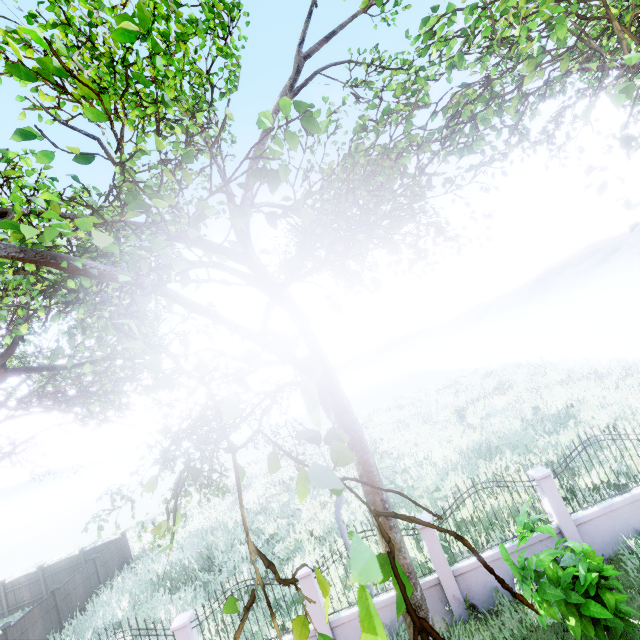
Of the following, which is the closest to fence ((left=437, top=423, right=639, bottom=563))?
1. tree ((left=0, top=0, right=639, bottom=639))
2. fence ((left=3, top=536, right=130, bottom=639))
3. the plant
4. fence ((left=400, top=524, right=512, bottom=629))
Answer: fence ((left=400, top=524, right=512, bottom=629))

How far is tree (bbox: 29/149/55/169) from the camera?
2.2m

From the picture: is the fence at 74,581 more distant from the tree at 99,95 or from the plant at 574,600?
Result: the plant at 574,600

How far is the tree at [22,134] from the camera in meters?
2.0

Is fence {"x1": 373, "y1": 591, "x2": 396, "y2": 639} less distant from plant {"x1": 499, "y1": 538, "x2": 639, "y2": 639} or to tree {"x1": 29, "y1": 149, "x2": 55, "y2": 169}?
plant {"x1": 499, "y1": 538, "x2": 639, "y2": 639}

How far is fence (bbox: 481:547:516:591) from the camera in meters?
8.0 m

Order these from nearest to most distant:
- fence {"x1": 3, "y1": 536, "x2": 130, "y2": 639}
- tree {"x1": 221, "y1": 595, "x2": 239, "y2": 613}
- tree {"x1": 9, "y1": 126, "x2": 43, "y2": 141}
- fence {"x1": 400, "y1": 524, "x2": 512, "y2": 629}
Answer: tree {"x1": 221, "y1": 595, "x2": 239, "y2": 613}
tree {"x1": 9, "y1": 126, "x2": 43, "y2": 141}
fence {"x1": 400, "y1": 524, "x2": 512, "y2": 629}
fence {"x1": 3, "y1": 536, "x2": 130, "y2": 639}

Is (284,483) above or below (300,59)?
below
